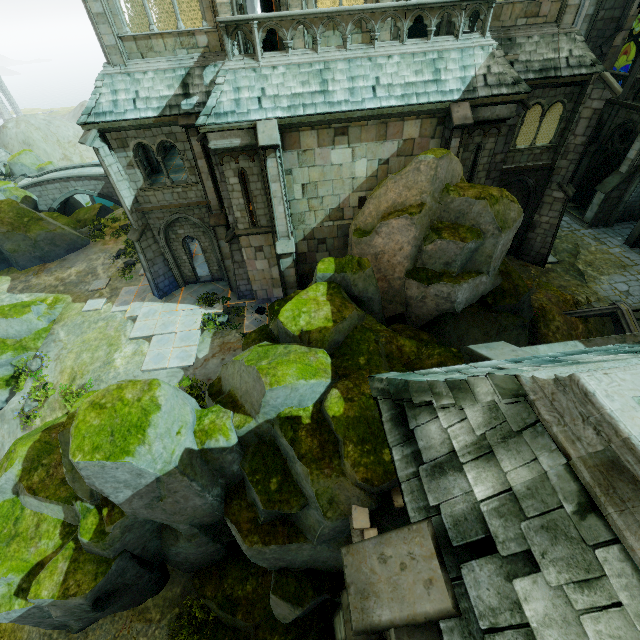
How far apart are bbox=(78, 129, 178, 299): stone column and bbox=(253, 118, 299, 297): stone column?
6.4m

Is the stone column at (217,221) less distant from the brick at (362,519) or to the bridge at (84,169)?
the brick at (362,519)

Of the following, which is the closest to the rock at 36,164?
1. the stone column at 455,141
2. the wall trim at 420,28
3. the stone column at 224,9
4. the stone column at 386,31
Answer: the wall trim at 420,28

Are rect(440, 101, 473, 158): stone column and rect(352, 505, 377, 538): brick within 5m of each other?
no

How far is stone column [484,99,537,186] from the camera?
12.6m

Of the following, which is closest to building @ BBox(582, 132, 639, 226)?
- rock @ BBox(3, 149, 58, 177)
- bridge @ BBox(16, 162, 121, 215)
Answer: rock @ BBox(3, 149, 58, 177)

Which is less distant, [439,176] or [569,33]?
[439,176]

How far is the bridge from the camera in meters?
33.0
